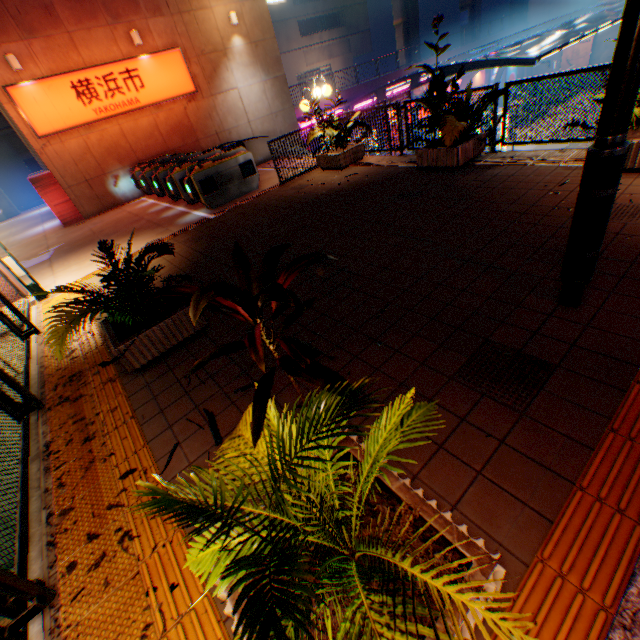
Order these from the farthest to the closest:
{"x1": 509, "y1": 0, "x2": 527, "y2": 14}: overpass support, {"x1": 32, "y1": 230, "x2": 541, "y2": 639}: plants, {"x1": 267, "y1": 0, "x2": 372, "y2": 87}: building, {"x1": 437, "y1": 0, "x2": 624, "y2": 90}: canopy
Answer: {"x1": 509, "y1": 0, "x2": 527, "y2": 14}: overpass support
{"x1": 267, "y1": 0, "x2": 372, "y2": 87}: building
{"x1": 437, "y1": 0, "x2": 624, "y2": 90}: canopy
{"x1": 32, "y1": 230, "x2": 541, "y2": 639}: plants

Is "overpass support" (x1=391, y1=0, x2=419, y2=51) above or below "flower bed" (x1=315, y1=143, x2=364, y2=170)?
above

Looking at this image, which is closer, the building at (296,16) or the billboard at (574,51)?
the billboard at (574,51)

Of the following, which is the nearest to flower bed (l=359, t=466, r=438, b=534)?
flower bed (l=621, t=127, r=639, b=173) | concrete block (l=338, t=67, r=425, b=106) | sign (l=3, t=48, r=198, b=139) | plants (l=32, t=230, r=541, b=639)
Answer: plants (l=32, t=230, r=541, b=639)

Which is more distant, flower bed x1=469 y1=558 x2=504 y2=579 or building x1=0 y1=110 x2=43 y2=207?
building x1=0 y1=110 x2=43 y2=207

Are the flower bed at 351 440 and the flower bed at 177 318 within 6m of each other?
yes

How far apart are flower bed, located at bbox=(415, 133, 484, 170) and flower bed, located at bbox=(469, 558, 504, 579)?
6.5 meters

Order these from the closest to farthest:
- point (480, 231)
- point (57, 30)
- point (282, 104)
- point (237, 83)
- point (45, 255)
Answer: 1. point (480, 231)
2. point (45, 255)
3. point (57, 30)
4. point (237, 83)
5. point (282, 104)
